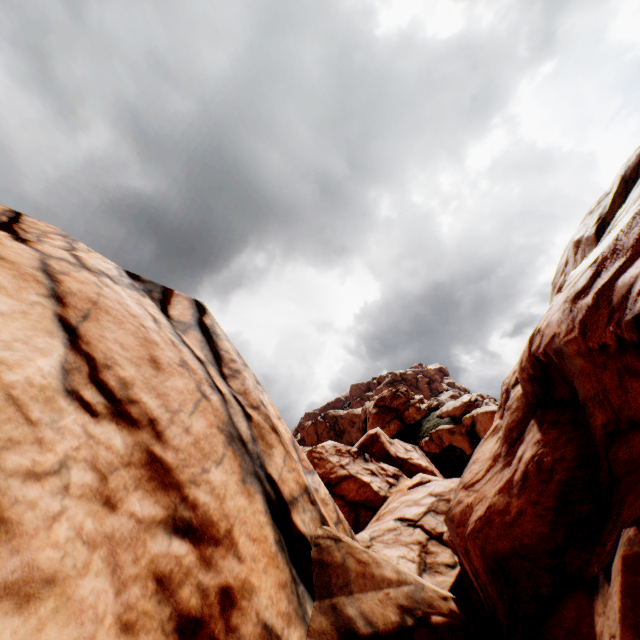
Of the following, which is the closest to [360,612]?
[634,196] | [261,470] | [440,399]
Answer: [261,470]
